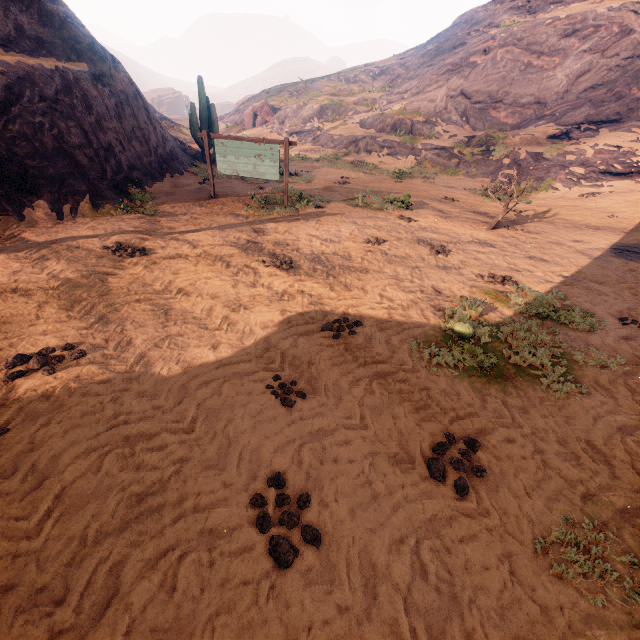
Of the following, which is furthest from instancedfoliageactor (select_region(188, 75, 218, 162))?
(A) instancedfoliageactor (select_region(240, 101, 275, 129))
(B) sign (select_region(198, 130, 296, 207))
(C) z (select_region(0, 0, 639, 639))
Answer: (A) instancedfoliageactor (select_region(240, 101, 275, 129))

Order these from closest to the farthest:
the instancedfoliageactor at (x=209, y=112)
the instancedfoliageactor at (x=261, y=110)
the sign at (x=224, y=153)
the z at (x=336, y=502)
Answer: the z at (x=336, y=502)
the sign at (x=224, y=153)
the instancedfoliageactor at (x=209, y=112)
the instancedfoliageactor at (x=261, y=110)

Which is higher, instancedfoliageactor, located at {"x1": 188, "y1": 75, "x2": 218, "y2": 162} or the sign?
instancedfoliageactor, located at {"x1": 188, "y1": 75, "x2": 218, "y2": 162}

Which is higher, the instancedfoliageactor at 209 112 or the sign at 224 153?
the instancedfoliageactor at 209 112

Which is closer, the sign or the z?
the z

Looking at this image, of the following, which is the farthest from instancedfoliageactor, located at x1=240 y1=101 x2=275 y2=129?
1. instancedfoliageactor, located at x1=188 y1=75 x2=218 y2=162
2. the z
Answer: instancedfoliageactor, located at x1=188 y1=75 x2=218 y2=162

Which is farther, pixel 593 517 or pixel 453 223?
pixel 453 223

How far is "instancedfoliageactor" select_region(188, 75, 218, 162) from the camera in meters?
16.8 m
